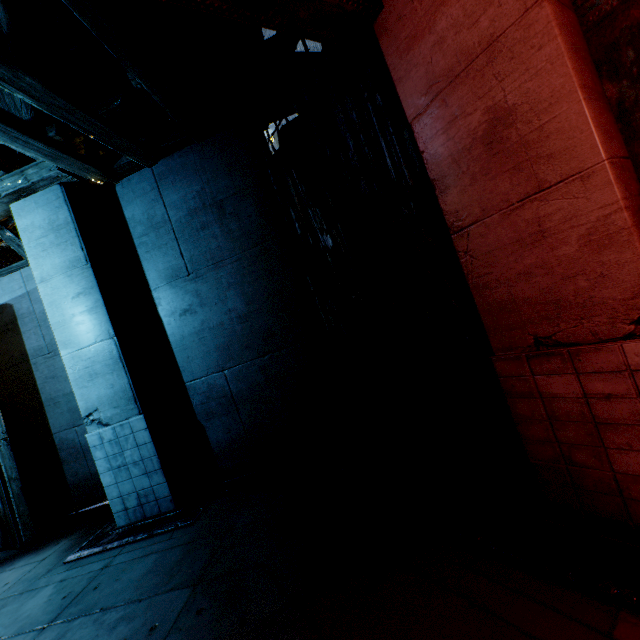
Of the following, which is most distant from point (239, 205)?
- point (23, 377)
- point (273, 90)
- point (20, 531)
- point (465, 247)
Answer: point (20, 531)
